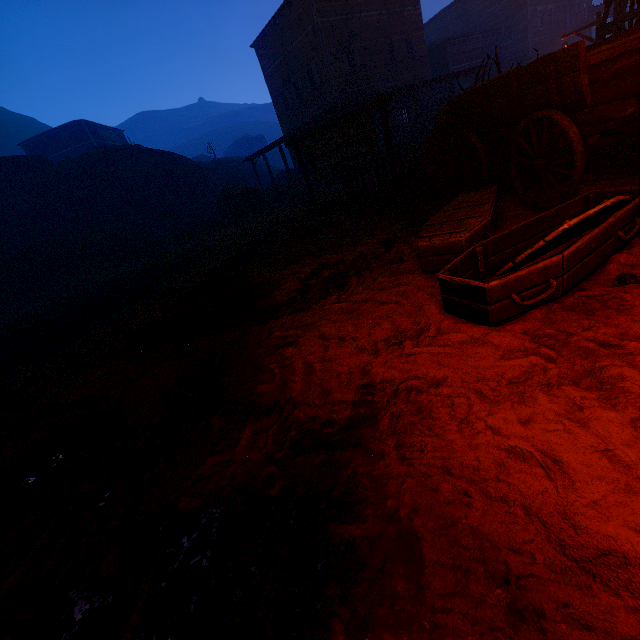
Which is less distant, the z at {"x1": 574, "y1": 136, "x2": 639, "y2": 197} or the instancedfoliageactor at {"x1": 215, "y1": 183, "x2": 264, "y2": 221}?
the z at {"x1": 574, "y1": 136, "x2": 639, "y2": 197}

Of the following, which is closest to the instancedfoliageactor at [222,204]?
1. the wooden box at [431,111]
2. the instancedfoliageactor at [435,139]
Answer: the instancedfoliageactor at [435,139]

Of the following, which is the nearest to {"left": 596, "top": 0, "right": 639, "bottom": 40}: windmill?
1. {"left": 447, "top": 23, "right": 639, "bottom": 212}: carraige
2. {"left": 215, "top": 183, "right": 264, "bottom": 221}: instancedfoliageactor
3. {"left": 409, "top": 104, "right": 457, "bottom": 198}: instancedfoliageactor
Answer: {"left": 409, "top": 104, "right": 457, "bottom": 198}: instancedfoliageactor

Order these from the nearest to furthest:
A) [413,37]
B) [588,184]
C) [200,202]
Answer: [588,184] < [413,37] < [200,202]

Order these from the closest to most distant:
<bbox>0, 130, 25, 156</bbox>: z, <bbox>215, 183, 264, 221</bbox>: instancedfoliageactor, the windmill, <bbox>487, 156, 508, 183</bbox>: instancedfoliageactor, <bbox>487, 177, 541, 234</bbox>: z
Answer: <bbox>487, 177, 541, 234</bbox>: z, <bbox>487, 156, 508, 183</bbox>: instancedfoliageactor, the windmill, <bbox>215, 183, 264, 221</bbox>: instancedfoliageactor, <bbox>0, 130, 25, 156</bbox>: z

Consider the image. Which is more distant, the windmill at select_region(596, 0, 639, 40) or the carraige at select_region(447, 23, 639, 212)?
the windmill at select_region(596, 0, 639, 40)

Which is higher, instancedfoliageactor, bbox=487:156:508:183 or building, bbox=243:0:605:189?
building, bbox=243:0:605:189

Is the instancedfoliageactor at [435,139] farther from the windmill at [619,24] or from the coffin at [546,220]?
the windmill at [619,24]
